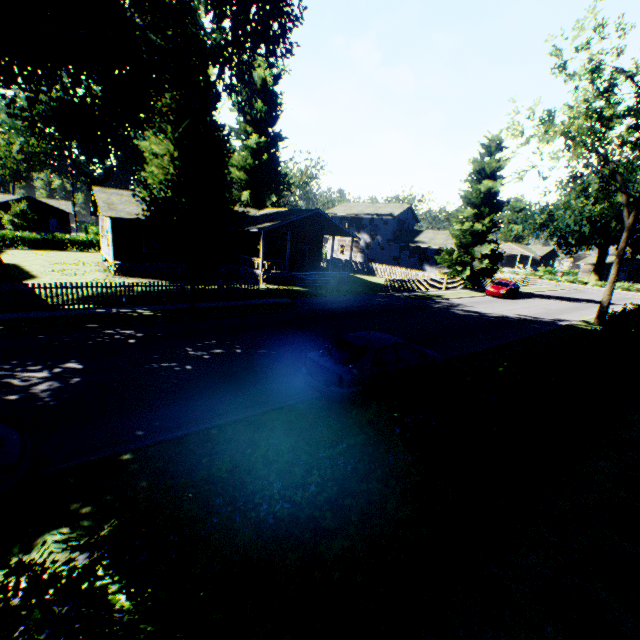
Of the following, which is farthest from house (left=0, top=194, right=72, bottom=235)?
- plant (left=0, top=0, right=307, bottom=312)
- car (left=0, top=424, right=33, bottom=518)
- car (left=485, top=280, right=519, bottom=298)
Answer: car (left=485, top=280, right=519, bottom=298)

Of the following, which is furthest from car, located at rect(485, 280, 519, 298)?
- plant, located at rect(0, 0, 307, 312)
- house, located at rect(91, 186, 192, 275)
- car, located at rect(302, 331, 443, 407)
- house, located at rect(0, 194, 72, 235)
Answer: house, located at rect(0, 194, 72, 235)

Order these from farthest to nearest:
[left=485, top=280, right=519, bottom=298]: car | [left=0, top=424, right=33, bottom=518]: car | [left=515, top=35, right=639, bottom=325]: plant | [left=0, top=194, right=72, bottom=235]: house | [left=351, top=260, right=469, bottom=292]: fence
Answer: [left=0, top=194, right=72, bottom=235]: house → [left=485, top=280, right=519, bottom=298]: car → [left=351, top=260, right=469, bottom=292]: fence → [left=515, top=35, right=639, bottom=325]: plant → [left=0, top=424, right=33, bottom=518]: car

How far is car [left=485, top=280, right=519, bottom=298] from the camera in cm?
3139

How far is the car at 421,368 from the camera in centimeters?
815cm

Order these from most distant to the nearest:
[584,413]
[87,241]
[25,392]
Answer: [87,241], [25,392], [584,413]

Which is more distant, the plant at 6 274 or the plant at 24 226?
the plant at 24 226

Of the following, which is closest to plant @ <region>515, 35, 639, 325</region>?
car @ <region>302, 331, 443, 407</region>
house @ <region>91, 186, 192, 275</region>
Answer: house @ <region>91, 186, 192, 275</region>
